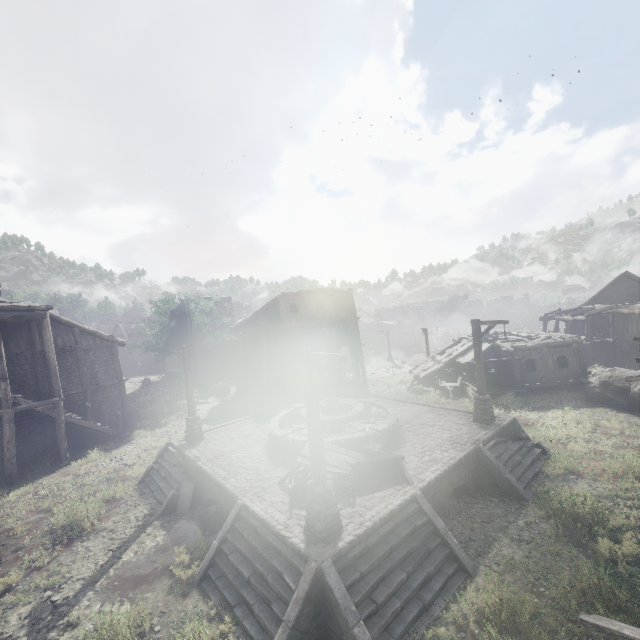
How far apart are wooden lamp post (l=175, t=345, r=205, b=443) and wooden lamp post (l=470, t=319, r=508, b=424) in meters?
13.1 m

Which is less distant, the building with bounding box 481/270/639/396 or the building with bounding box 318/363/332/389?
the building with bounding box 481/270/639/396

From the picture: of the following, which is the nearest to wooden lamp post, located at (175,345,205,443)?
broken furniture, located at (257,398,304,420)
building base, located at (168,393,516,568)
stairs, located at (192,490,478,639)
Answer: building base, located at (168,393,516,568)

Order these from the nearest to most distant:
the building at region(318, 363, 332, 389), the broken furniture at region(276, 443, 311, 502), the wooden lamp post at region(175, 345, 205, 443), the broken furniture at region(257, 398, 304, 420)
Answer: the broken furniture at region(276, 443, 311, 502)
the wooden lamp post at region(175, 345, 205, 443)
the broken furniture at region(257, 398, 304, 420)
the building at region(318, 363, 332, 389)

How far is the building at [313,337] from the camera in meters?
29.1 m

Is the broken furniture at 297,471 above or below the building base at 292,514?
above

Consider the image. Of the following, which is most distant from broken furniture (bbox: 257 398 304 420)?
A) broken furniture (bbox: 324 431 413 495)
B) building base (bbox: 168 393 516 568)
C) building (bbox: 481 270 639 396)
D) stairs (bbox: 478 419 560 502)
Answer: building (bbox: 481 270 639 396)

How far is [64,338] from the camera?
21.5m
